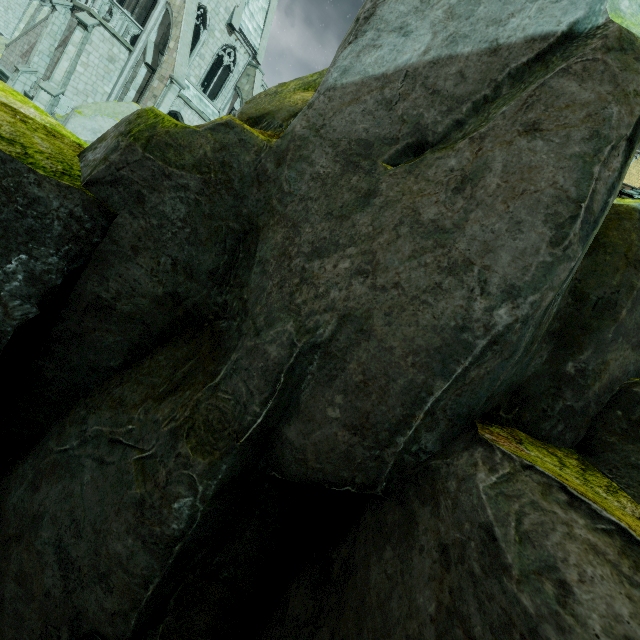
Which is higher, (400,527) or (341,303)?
(341,303)

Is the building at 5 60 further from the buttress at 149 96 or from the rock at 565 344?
the rock at 565 344

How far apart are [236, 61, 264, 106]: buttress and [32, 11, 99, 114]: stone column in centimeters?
965cm

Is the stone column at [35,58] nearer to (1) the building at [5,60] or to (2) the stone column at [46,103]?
(1) the building at [5,60]

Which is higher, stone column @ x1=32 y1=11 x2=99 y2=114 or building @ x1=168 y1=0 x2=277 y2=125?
building @ x1=168 y1=0 x2=277 y2=125

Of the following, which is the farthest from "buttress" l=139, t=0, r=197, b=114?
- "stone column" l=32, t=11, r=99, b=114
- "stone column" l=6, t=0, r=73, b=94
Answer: "stone column" l=6, t=0, r=73, b=94

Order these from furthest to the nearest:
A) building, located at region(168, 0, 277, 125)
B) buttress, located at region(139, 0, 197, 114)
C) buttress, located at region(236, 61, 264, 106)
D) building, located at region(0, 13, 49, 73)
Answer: buttress, located at region(236, 61, 264, 106) → building, located at region(168, 0, 277, 125) → building, located at region(0, 13, 49, 73) → buttress, located at region(139, 0, 197, 114)

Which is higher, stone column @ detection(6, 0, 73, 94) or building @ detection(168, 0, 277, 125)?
building @ detection(168, 0, 277, 125)
